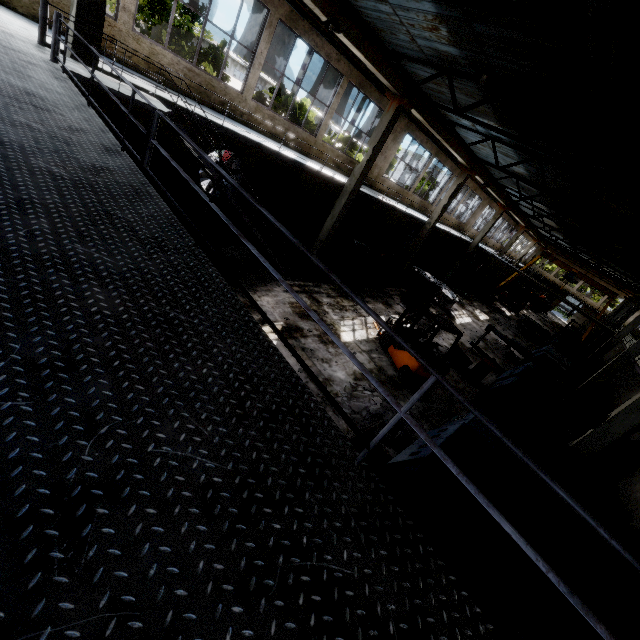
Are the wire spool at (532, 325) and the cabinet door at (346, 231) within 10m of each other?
no

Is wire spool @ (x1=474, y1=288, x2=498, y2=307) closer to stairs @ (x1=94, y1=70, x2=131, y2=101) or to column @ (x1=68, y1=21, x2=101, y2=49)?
stairs @ (x1=94, y1=70, x2=131, y2=101)

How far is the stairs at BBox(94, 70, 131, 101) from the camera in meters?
6.2 m

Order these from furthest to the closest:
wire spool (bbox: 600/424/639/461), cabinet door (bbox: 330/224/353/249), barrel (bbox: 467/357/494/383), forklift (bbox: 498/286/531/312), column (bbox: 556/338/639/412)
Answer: forklift (bbox: 498/286/531/312)
cabinet door (bbox: 330/224/353/249)
column (bbox: 556/338/639/412)
barrel (bbox: 467/357/494/383)
wire spool (bbox: 600/424/639/461)

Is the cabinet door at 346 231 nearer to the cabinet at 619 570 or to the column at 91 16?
the column at 91 16

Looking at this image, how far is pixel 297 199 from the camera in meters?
16.7 m

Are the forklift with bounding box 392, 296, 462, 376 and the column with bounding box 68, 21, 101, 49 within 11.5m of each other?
yes

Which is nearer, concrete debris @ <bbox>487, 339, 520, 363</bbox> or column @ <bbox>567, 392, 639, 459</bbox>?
column @ <bbox>567, 392, 639, 459</bbox>
